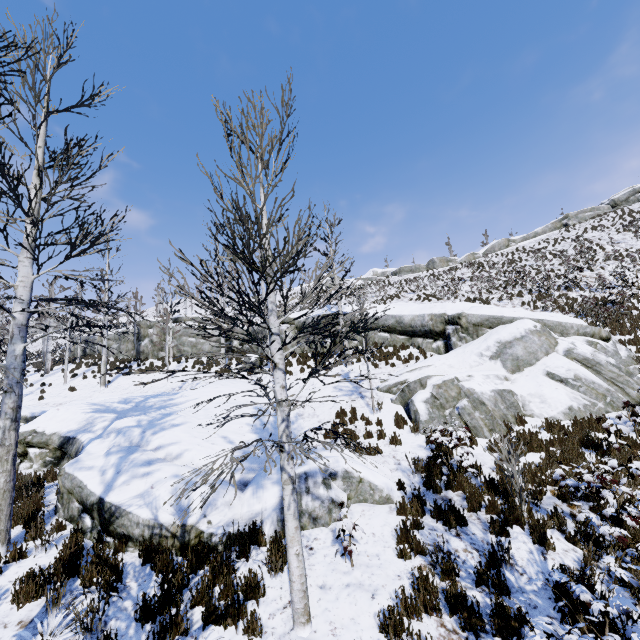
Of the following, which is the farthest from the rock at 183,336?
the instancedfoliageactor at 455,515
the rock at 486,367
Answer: the instancedfoliageactor at 455,515

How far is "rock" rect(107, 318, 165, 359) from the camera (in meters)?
26.86

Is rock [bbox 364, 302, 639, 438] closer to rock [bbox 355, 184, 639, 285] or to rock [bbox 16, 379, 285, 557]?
rock [bbox 16, 379, 285, 557]

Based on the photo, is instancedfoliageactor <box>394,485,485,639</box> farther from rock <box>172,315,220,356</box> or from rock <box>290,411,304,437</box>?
rock <box>172,315,220,356</box>

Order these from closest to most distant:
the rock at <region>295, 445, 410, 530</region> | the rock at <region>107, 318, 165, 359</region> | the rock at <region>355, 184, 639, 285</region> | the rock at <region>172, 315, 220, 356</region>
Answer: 1. the rock at <region>295, 445, 410, 530</region>
2. the rock at <region>172, 315, 220, 356</region>
3. the rock at <region>107, 318, 165, 359</region>
4. the rock at <region>355, 184, 639, 285</region>

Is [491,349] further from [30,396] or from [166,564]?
[30,396]

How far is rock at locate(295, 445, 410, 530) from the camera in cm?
645

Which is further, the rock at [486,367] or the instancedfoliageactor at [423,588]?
the rock at [486,367]
